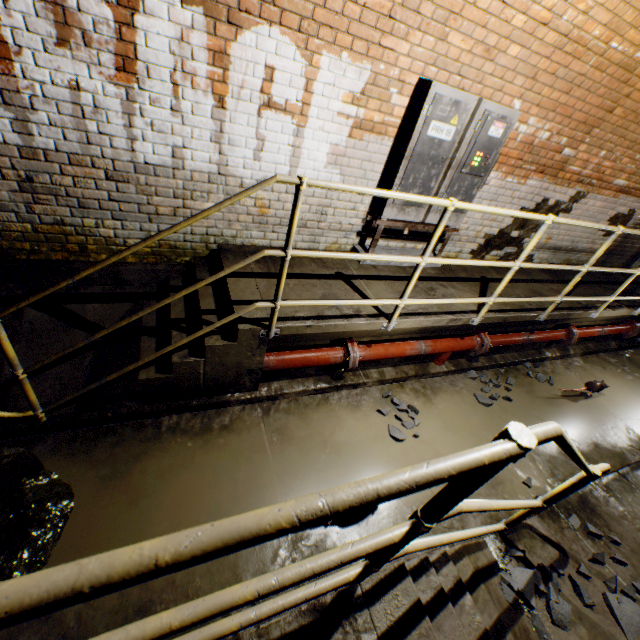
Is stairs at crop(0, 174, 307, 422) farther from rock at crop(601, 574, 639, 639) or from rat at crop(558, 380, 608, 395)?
rat at crop(558, 380, 608, 395)

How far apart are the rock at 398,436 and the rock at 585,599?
1.2m

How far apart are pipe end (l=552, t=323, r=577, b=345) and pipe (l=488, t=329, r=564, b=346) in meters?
0.1 m

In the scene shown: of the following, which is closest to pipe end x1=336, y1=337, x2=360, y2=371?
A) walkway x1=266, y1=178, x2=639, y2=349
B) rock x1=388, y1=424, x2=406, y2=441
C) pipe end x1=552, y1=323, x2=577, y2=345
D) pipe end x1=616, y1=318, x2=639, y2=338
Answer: walkway x1=266, y1=178, x2=639, y2=349

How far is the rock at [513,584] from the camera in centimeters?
226cm

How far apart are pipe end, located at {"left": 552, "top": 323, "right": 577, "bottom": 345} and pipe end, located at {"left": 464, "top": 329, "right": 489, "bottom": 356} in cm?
185

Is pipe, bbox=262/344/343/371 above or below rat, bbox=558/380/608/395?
above

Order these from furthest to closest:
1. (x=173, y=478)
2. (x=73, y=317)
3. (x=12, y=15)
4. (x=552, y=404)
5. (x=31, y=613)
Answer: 1. (x=552, y=404)
2. (x=73, y=317)
3. (x=173, y=478)
4. (x=12, y=15)
5. (x=31, y=613)
